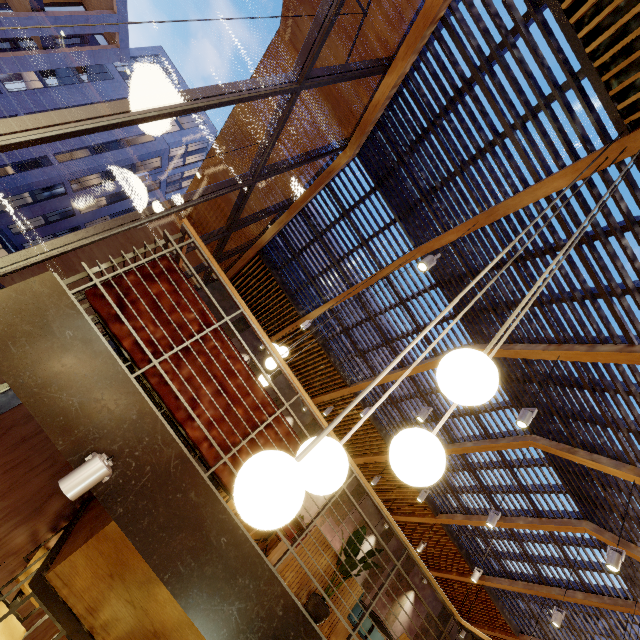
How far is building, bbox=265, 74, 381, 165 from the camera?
6.27m

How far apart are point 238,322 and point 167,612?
8.50m

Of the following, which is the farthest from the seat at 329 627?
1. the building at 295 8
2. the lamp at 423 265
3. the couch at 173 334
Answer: the building at 295 8

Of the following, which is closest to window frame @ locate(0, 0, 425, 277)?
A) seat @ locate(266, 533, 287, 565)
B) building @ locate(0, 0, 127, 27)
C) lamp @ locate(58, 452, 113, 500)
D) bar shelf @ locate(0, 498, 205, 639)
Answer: lamp @ locate(58, 452, 113, 500)

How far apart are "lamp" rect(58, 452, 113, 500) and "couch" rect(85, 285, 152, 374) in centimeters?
49cm

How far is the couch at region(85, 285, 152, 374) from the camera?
Result: 2.6 meters

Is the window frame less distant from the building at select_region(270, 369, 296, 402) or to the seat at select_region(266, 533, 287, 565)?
the building at select_region(270, 369, 296, 402)

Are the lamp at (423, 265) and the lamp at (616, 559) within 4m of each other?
no
